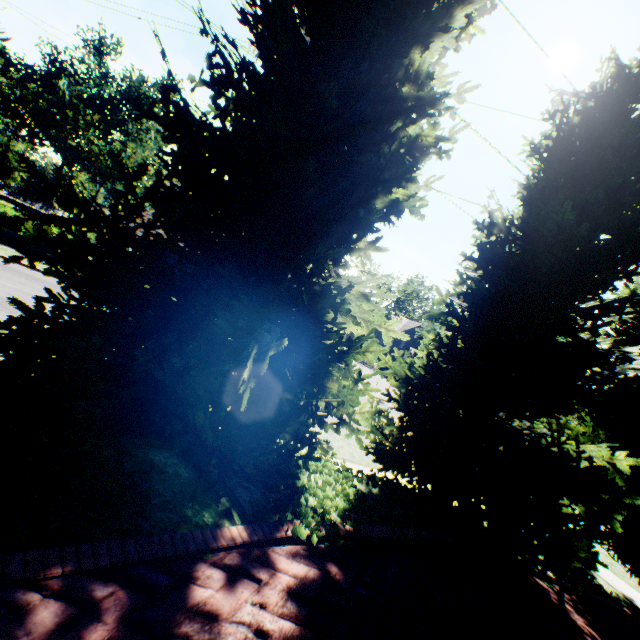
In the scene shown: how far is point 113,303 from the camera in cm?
353

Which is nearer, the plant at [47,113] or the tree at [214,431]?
the tree at [214,431]

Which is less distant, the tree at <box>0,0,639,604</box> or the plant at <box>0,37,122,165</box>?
the tree at <box>0,0,639,604</box>

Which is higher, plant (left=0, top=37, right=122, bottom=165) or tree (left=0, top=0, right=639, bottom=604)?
plant (left=0, top=37, right=122, bottom=165)

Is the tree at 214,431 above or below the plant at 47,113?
below
